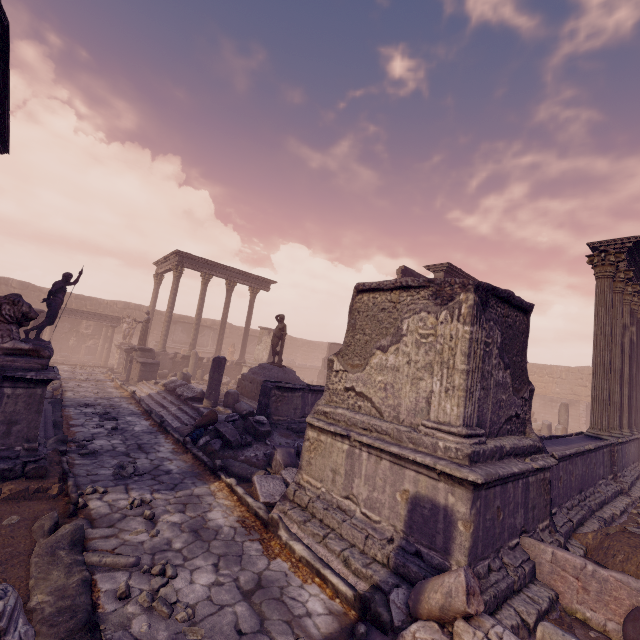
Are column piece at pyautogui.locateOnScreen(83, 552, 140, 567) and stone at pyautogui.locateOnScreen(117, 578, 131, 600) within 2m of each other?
yes

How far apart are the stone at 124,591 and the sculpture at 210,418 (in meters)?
4.96

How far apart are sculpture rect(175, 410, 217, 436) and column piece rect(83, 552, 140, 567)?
4.8 meters

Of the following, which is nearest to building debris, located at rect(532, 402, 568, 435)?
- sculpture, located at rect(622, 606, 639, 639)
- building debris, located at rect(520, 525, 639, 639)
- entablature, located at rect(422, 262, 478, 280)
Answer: entablature, located at rect(422, 262, 478, 280)

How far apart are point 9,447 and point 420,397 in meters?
6.1

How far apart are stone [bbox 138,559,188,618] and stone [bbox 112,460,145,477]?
2.7 meters

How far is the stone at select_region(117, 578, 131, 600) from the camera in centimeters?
311cm

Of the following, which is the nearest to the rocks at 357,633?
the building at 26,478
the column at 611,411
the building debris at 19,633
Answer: the building debris at 19,633
